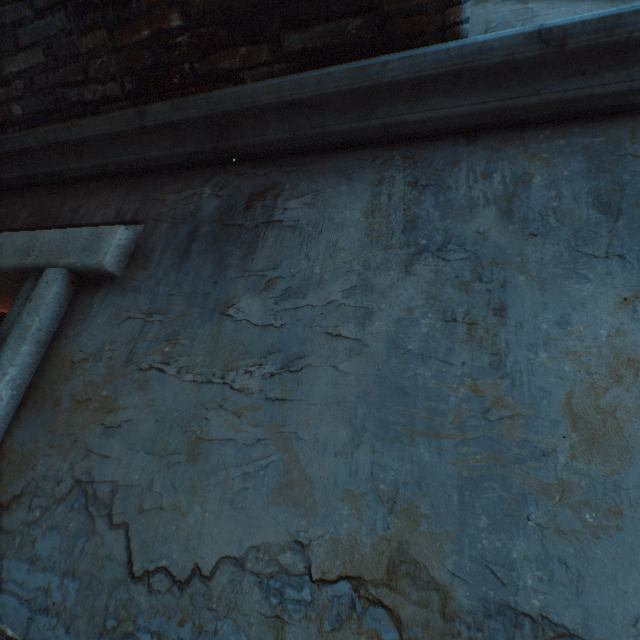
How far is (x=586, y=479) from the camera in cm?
88
